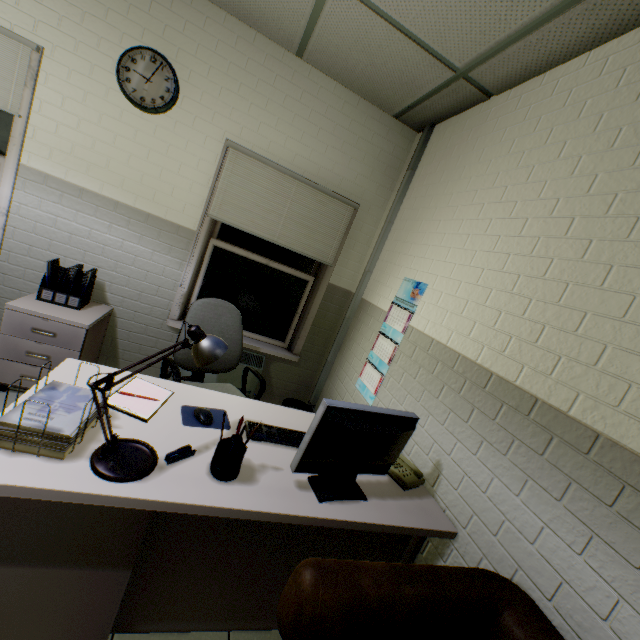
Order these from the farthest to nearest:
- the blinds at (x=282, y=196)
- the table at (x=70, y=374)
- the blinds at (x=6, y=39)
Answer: the blinds at (x=282, y=196)
the blinds at (x=6, y=39)
the table at (x=70, y=374)

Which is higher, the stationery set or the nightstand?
the stationery set

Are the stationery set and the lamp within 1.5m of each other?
yes

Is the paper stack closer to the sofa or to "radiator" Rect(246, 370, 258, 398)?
the sofa

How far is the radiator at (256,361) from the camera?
3.2m

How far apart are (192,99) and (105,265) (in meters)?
1.59

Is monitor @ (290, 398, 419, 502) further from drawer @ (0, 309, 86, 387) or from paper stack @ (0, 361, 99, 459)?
drawer @ (0, 309, 86, 387)

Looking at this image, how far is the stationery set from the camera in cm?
121
